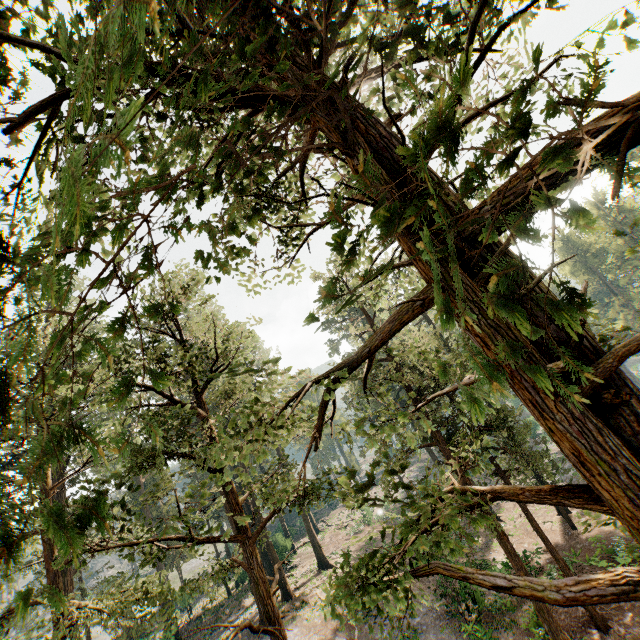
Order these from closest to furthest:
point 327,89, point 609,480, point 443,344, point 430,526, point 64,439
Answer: point 609,480, point 430,526, point 327,89, point 64,439, point 443,344
